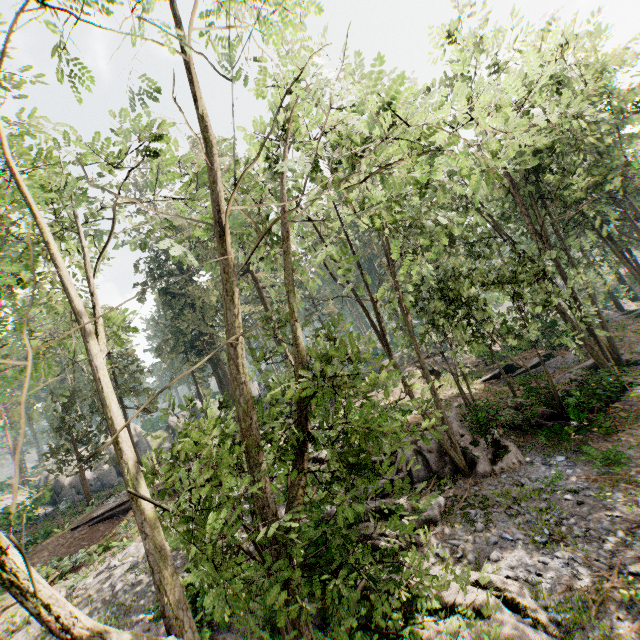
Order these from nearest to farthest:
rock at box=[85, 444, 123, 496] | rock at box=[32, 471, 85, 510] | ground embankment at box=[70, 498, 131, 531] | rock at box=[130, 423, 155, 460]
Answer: ground embankment at box=[70, 498, 131, 531]
rock at box=[32, 471, 85, 510]
rock at box=[85, 444, 123, 496]
rock at box=[130, 423, 155, 460]

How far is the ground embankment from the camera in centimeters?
2066cm

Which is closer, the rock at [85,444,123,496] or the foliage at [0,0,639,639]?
the foliage at [0,0,639,639]

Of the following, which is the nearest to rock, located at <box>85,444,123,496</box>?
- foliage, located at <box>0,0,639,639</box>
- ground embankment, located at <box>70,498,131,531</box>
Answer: foliage, located at <box>0,0,639,639</box>

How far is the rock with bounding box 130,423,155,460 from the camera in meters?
40.5 m

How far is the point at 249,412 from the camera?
3.9 meters

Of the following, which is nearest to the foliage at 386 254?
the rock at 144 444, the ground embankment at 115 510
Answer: the ground embankment at 115 510
